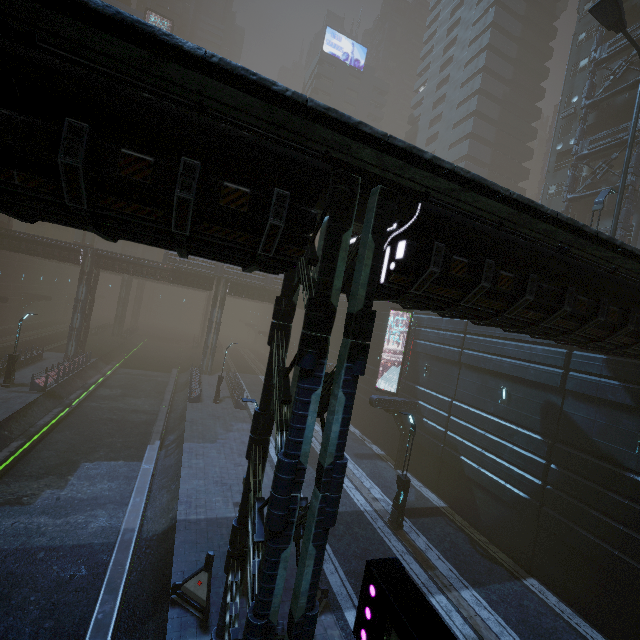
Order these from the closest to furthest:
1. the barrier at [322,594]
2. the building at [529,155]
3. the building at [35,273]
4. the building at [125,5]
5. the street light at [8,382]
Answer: the barrier at [322,594] < the street light at [8,382] < the building at [35,273] < the building at [529,155] < the building at [125,5]

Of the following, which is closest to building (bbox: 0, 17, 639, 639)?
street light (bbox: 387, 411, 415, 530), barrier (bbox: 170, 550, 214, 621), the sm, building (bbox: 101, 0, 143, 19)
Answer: barrier (bbox: 170, 550, 214, 621)

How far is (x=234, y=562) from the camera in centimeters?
820cm

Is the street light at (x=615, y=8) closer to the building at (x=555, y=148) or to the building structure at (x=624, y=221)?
the building at (x=555, y=148)

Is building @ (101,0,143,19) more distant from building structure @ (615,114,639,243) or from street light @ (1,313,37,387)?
building structure @ (615,114,639,243)

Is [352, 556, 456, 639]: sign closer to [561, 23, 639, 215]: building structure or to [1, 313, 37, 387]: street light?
[561, 23, 639, 215]: building structure

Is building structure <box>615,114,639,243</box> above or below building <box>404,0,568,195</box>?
below

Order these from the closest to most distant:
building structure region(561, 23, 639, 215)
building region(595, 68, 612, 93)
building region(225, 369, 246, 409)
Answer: building structure region(561, 23, 639, 215)
building region(595, 68, 612, 93)
building region(225, 369, 246, 409)
